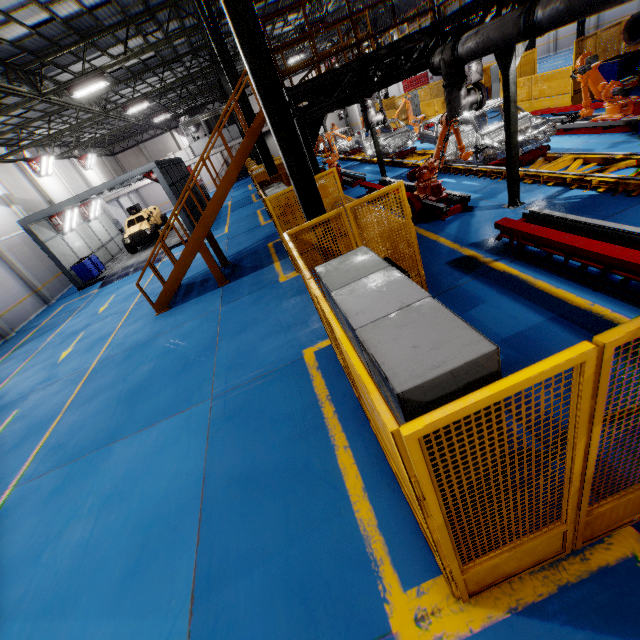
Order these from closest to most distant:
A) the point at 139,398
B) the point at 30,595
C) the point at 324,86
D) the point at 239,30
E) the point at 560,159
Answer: the point at 30,595
the point at 239,30
the point at 139,398
the point at 560,159
the point at 324,86

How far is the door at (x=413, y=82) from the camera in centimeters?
4297cm

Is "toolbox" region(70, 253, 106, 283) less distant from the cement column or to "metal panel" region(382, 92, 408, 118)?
the cement column

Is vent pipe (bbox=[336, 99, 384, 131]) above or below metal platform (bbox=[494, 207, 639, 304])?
above

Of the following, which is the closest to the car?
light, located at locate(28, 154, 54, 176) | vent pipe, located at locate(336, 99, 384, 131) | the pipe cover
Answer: light, located at locate(28, 154, 54, 176)

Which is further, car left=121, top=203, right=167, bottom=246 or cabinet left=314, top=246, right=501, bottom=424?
car left=121, top=203, right=167, bottom=246

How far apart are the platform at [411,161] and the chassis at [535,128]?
0.0m

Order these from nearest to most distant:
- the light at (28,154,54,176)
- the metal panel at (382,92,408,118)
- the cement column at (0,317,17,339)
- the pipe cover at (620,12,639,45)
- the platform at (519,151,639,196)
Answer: the platform at (519,151,639,196) < the pipe cover at (620,12,639,45) < the cement column at (0,317,17,339) < the light at (28,154,54,176) < the metal panel at (382,92,408,118)
